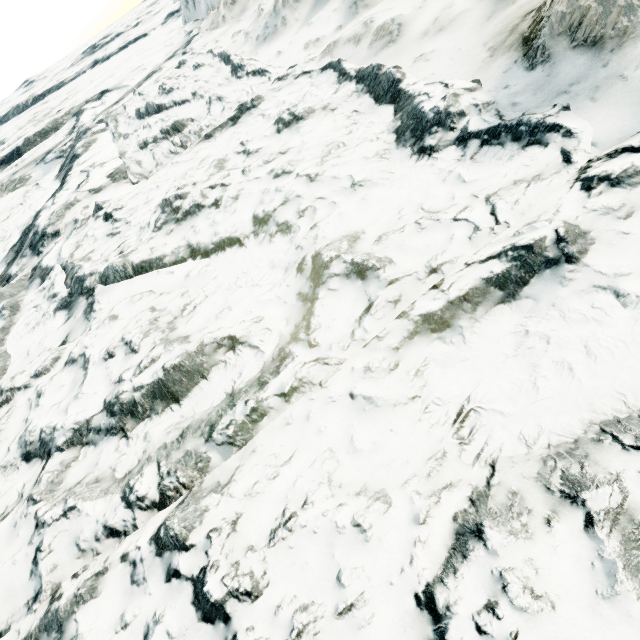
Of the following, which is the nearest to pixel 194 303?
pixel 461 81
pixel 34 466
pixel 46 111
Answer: pixel 34 466
